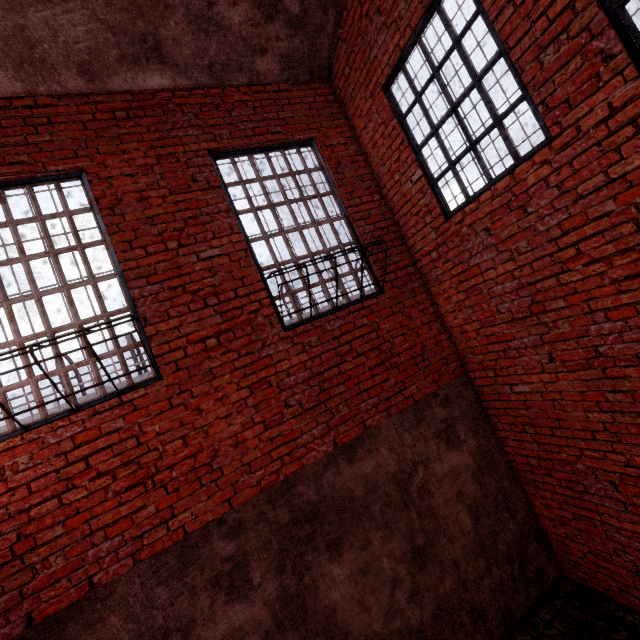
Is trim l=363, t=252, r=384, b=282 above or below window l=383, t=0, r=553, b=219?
below

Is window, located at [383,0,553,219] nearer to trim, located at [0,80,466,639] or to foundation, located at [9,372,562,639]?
trim, located at [0,80,466,639]

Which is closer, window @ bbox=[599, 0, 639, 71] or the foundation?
window @ bbox=[599, 0, 639, 71]

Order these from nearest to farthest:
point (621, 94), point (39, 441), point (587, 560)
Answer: point (621, 94), point (39, 441), point (587, 560)

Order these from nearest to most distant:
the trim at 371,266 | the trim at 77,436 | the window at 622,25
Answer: the window at 622,25, the trim at 77,436, the trim at 371,266

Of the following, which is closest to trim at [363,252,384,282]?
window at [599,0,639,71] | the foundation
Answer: the foundation

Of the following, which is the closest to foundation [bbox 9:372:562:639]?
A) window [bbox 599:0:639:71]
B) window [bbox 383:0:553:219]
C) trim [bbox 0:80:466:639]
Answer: trim [bbox 0:80:466:639]

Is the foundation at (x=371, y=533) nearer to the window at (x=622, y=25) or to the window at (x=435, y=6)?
the window at (x=435, y=6)
